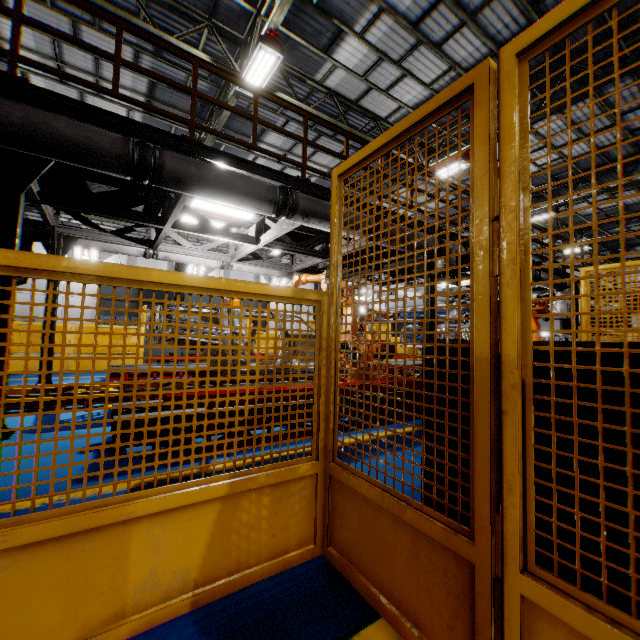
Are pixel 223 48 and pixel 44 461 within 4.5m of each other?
no

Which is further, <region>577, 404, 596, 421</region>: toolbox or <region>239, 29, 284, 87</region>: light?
<region>239, 29, 284, 87</region>: light

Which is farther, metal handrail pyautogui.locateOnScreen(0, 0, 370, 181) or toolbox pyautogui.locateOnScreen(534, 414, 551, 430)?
metal handrail pyautogui.locateOnScreen(0, 0, 370, 181)

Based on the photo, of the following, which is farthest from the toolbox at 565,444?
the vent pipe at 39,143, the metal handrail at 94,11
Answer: the metal handrail at 94,11

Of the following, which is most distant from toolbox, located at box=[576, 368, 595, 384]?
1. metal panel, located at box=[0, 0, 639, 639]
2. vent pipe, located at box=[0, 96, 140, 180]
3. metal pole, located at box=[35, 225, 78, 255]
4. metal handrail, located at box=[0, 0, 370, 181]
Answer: metal pole, located at box=[35, 225, 78, 255]

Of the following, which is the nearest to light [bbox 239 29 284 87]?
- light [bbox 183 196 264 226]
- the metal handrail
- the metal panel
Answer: the metal handrail

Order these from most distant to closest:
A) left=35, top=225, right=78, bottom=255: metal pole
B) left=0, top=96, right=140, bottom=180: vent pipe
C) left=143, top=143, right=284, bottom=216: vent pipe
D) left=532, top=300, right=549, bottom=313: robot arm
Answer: left=532, top=300, right=549, bottom=313: robot arm, left=35, top=225, right=78, bottom=255: metal pole, left=143, top=143, right=284, bottom=216: vent pipe, left=0, top=96, right=140, bottom=180: vent pipe

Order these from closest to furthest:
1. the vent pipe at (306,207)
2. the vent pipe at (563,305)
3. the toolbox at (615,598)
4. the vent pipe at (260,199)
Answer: the toolbox at (615,598) → the vent pipe at (260,199) → the vent pipe at (306,207) → the vent pipe at (563,305)
